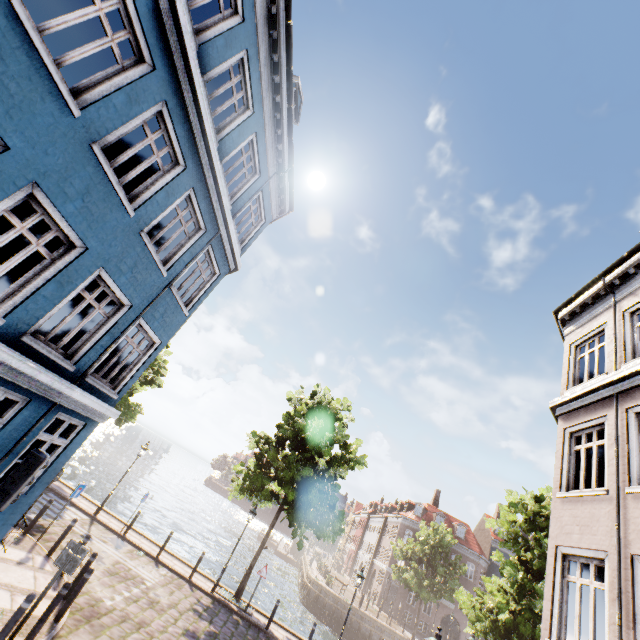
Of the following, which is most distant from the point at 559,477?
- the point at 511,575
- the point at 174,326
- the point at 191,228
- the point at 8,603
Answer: the point at 191,228

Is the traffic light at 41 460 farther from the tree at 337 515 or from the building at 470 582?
the building at 470 582

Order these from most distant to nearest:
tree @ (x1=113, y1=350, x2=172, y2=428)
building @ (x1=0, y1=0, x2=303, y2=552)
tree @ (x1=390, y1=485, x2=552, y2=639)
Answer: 1. tree @ (x1=113, y1=350, x2=172, y2=428)
2. tree @ (x1=390, y1=485, x2=552, y2=639)
3. building @ (x1=0, y1=0, x2=303, y2=552)

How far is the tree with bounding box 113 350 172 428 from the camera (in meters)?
19.42

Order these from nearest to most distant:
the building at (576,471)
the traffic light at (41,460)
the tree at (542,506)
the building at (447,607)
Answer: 1. the traffic light at (41,460)
2. the building at (576,471)
3. the tree at (542,506)
4. the building at (447,607)

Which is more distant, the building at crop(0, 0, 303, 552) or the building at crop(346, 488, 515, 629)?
the building at crop(346, 488, 515, 629)

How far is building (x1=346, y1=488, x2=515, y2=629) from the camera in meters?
40.6

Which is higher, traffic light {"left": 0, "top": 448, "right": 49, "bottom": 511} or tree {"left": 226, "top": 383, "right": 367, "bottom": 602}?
tree {"left": 226, "top": 383, "right": 367, "bottom": 602}
